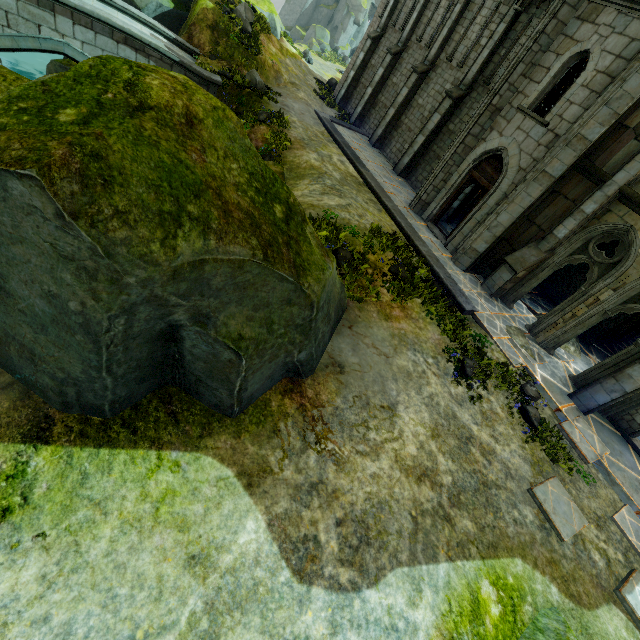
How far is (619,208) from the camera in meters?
9.9 m

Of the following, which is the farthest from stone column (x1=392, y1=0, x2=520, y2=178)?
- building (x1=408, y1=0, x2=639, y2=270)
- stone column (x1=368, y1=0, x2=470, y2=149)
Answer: building (x1=408, y1=0, x2=639, y2=270)

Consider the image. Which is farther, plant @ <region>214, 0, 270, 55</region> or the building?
plant @ <region>214, 0, 270, 55</region>

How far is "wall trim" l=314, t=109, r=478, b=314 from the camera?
11.19m

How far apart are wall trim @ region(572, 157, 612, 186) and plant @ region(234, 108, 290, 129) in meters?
12.5 m

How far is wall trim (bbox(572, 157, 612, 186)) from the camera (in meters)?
10.03

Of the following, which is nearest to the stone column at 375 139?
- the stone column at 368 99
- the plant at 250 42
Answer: the stone column at 368 99

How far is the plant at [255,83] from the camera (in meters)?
15.41
